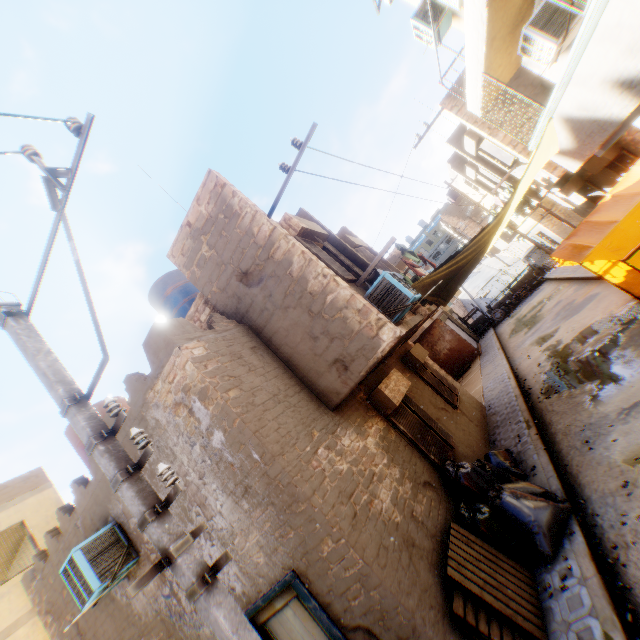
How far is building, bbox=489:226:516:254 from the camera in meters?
24.9 m

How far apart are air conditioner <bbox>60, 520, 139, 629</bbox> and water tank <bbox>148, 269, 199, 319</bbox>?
4.6 meters

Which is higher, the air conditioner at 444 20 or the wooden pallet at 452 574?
the air conditioner at 444 20

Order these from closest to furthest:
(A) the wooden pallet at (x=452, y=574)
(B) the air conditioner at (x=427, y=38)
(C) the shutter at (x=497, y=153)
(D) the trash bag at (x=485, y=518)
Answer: (A) the wooden pallet at (x=452, y=574) < (D) the trash bag at (x=485, y=518) < (B) the air conditioner at (x=427, y=38) < (C) the shutter at (x=497, y=153)

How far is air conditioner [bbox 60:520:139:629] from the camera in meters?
5.2

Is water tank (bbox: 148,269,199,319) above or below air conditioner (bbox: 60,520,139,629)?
above

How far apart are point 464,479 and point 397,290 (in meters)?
3.67

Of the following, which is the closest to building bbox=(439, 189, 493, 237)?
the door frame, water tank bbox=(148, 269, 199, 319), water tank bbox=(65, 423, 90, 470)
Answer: the door frame
